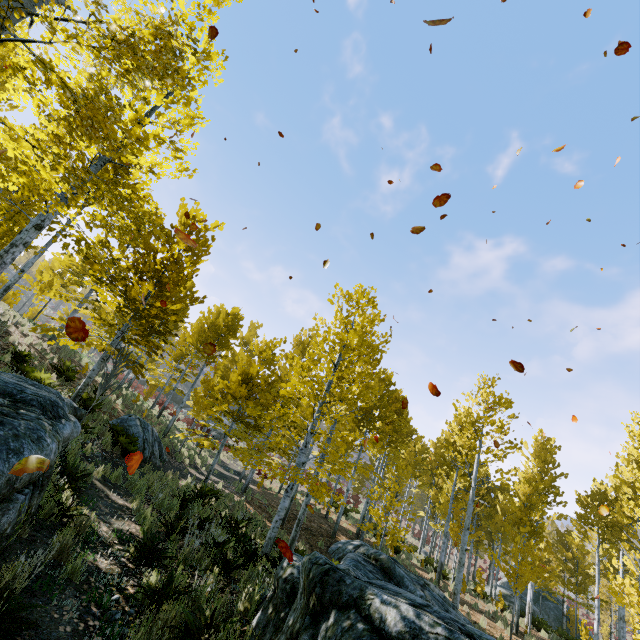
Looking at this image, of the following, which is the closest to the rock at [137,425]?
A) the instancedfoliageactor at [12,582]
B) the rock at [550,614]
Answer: the instancedfoliageactor at [12,582]

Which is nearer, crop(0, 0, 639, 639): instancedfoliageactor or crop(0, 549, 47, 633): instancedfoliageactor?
crop(0, 549, 47, 633): instancedfoliageactor

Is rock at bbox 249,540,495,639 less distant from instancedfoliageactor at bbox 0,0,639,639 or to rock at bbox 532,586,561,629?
instancedfoliageactor at bbox 0,0,639,639

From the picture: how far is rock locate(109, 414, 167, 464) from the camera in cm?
1251

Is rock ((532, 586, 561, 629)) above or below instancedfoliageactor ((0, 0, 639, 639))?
below

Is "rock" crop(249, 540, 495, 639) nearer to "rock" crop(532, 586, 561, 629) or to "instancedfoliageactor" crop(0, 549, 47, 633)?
"instancedfoliageactor" crop(0, 549, 47, 633)

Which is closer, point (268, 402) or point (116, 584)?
point (116, 584)

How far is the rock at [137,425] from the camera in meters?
12.5
